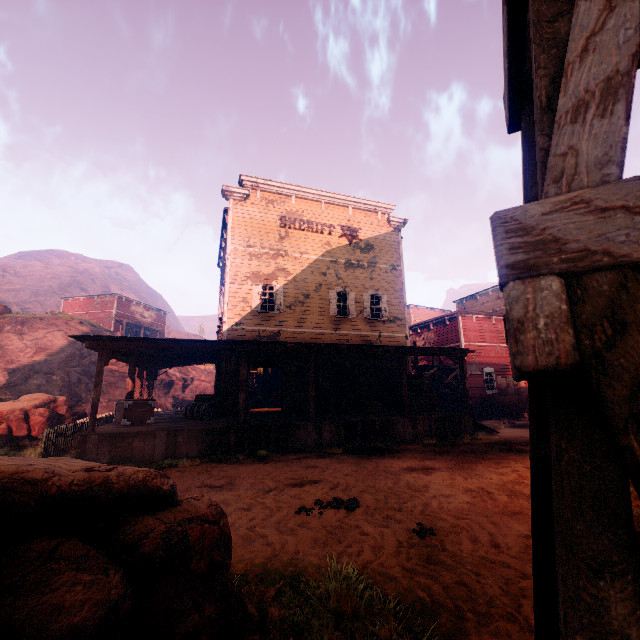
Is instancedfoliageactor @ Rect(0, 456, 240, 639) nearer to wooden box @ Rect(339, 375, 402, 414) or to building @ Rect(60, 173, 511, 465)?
building @ Rect(60, 173, 511, 465)

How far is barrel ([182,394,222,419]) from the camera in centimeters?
1289cm

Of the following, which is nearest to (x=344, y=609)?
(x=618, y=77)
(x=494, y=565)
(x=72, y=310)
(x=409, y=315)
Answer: (x=494, y=565)

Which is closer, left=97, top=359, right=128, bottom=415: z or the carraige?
the carraige

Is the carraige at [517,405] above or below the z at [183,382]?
below

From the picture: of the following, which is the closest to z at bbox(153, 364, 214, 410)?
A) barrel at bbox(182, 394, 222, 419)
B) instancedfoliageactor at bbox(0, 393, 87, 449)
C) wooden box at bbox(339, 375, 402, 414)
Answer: instancedfoliageactor at bbox(0, 393, 87, 449)

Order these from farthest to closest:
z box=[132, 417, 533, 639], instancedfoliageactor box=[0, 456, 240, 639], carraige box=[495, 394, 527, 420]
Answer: carraige box=[495, 394, 527, 420] → z box=[132, 417, 533, 639] → instancedfoliageactor box=[0, 456, 240, 639]

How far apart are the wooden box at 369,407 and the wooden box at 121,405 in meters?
7.6
